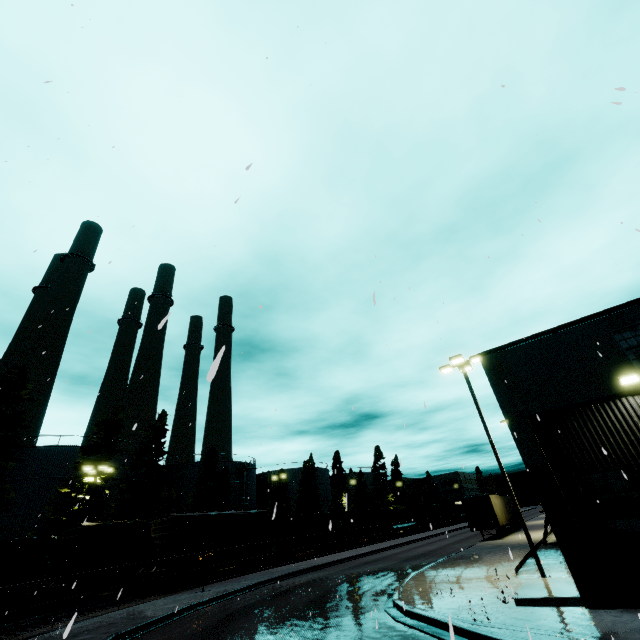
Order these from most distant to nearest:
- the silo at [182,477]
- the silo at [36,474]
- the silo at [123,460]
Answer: the silo at [182,477], the silo at [123,460], the silo at [36,474]

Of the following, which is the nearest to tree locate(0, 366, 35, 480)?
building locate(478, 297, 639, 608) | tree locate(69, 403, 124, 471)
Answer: tree locate(69, 403, 124, 471)

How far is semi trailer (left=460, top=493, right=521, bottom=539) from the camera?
29.42m

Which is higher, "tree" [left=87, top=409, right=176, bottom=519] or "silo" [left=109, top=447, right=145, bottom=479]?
"silo" [left=109, top=447, right=145, bottom=479]

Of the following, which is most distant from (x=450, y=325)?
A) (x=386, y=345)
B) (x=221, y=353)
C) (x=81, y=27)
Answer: (x=81, y=27)

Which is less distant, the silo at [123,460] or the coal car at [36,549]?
the coal car at [36,549]

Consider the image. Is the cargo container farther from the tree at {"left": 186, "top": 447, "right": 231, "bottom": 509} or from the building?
the tree at {"left": 186, "top": 447, "right": 231, "bottom": 509}

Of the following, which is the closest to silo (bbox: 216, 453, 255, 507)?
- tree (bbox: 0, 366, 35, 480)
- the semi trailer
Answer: tree (bbox: 0, 366, 35, 480)
